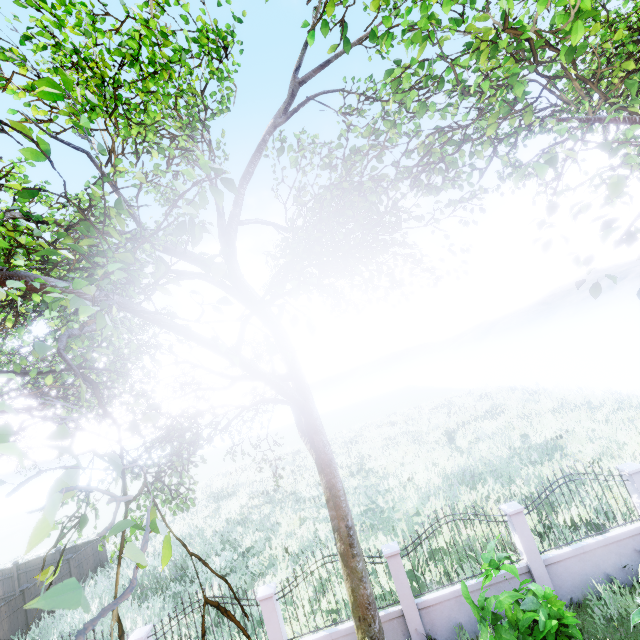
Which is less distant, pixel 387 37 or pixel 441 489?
pixel 387 37

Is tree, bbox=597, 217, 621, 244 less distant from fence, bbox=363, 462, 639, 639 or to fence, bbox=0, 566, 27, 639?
fence, bbox=0, 566, 27, 639

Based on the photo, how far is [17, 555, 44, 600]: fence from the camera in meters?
15.2 m

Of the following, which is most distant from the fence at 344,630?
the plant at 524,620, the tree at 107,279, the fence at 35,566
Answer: the fence at 35,566

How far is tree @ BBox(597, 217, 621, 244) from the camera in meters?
2.7

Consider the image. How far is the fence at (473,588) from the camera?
7.88m

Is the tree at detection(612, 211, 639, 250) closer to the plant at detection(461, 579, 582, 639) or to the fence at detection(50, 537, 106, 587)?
the fence at detection(50, 537, 106, 587)

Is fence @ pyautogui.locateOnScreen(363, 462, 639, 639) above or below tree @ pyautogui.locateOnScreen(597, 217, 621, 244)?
below
